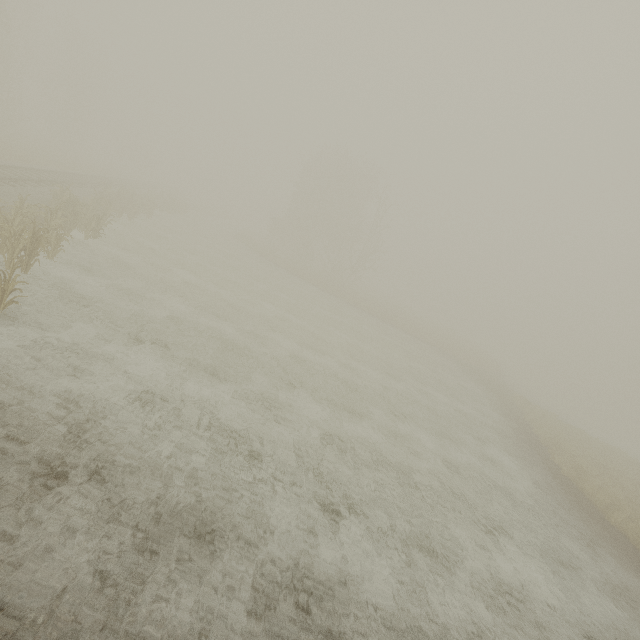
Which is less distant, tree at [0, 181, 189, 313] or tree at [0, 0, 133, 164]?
tree at [0, 181, 189, 313]

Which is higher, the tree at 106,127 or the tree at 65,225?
the tree at 106,127

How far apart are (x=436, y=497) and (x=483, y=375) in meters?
27.9

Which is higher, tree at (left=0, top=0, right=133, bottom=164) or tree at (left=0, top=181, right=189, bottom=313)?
tree at (left=0, top=0, right=133, bottom=164)

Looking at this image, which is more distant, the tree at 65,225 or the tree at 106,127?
the tree at 106,127
